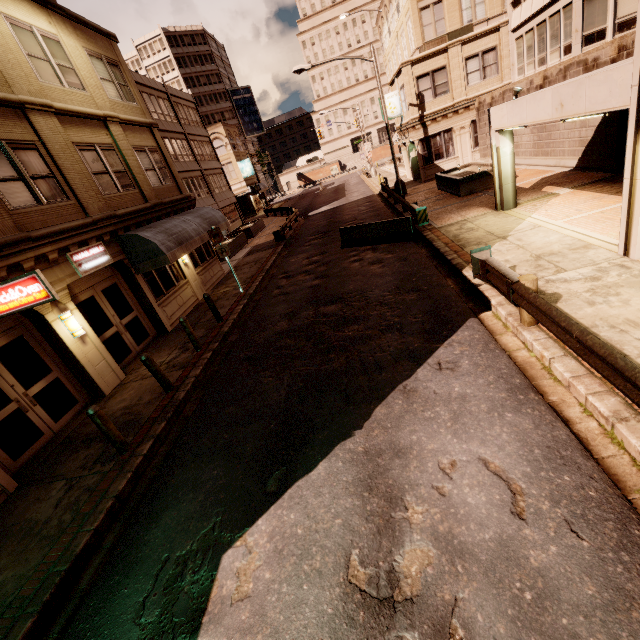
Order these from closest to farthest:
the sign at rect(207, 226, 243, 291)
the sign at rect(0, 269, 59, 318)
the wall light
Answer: the sign at rect(0, 269, 59, 318) → the wall light → the sign at rect(207, 226, 243, 291)

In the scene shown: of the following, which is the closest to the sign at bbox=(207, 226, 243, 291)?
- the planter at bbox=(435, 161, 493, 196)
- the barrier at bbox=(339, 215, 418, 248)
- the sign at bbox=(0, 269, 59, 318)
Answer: the barrier at bbox=(339, 215, 418, 248)

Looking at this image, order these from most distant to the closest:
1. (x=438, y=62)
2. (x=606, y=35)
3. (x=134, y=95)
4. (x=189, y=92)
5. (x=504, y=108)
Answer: (x=189, y=92)
(x=438, y=62)
(x=606, y=35)
(x=134, y=95)
(x=504, y=108)

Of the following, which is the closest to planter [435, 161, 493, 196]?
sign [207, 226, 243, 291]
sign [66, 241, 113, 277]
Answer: sign [207, 226, 243, 291]

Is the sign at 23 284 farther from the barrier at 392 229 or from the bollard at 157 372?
the barrier at 392 229

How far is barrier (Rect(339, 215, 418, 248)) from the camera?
13.9m

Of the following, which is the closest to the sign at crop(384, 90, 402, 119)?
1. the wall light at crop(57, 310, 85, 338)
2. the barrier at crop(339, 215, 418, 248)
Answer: the barrier at crop(339, 215, 418, 248)

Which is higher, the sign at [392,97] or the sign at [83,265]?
the sign at [392,97]
